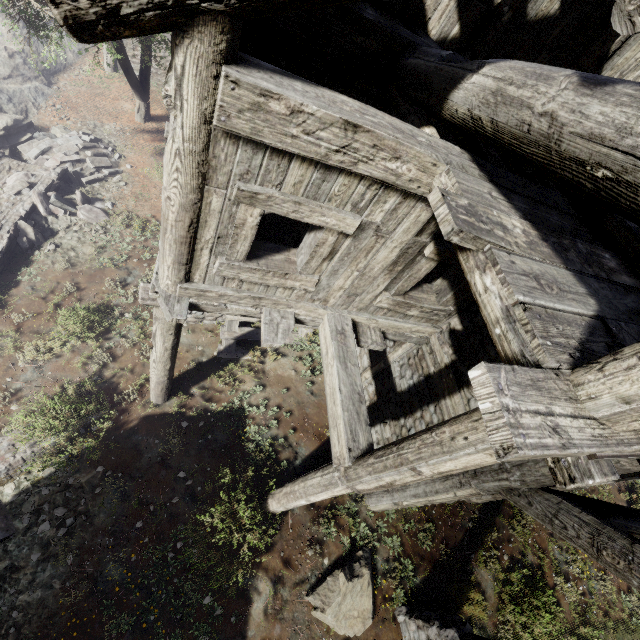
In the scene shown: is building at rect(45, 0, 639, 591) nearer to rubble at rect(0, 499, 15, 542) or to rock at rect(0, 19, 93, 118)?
rock at rect(0, 19, 93, 118)

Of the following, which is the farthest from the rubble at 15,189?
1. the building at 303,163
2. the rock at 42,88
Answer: the building at 303,163

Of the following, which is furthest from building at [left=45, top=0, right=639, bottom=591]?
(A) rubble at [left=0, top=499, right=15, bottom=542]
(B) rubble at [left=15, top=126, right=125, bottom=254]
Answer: (A) rubble at [left=0, top=499, right=15, bottom=542]

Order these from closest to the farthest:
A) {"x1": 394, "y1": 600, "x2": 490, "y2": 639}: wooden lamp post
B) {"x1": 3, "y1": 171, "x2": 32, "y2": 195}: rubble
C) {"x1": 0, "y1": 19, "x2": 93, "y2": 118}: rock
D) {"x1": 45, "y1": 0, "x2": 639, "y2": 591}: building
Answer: {"x1": 45, "y1": 0, "x2": 639, "y2": 591}: building < {"x1": 394, "y1": 600, "x2": 490, "y2": 639}: wooden lamp post < {"x1": 3, "y1": 171, "x2": 32, "y2": 195}: rubble < {"x1": 0, "y1": 19, "x2": 93, "y2": 118}: rock

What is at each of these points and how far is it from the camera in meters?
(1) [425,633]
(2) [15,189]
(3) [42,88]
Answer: (1) wooden lamp post, 5.7
(2) rubble, 9.6
(3) rock, 13.9

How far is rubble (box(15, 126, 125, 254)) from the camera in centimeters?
957cm

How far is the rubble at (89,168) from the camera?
9.6m

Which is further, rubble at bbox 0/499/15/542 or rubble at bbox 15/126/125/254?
rubble at bbox 15/126/125/254
